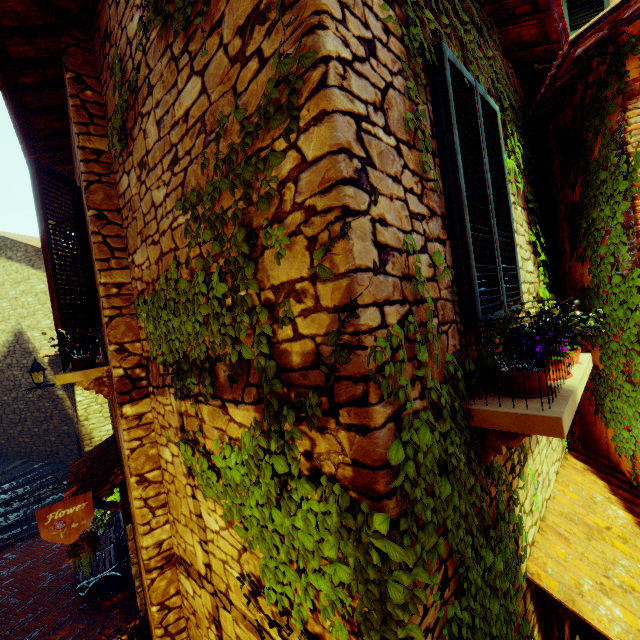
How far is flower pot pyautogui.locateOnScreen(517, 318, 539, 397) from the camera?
1.7m

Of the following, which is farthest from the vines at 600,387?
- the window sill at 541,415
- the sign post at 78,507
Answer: the sign post at 78,507

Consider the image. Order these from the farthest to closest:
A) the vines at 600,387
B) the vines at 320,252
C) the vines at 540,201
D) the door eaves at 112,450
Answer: the door eaves at 112,450
the vines at 600,387
the vines at 540,201
the vines at 320,252

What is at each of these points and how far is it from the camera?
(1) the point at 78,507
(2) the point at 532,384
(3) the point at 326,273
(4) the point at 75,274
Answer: (1) sign post, 3.75m
(2) flower pot, 1.75m
(3) vines, 1.28m
(4) window, 5.41m

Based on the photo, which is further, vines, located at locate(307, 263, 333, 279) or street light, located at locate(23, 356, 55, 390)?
street light, located at locate(23, 356, 55, 390)

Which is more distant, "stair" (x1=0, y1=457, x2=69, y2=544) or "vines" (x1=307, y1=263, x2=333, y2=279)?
"stair" (x1=0, y1=457, x2=69, y2=544)

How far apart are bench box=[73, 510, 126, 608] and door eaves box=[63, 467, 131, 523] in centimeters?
99cm

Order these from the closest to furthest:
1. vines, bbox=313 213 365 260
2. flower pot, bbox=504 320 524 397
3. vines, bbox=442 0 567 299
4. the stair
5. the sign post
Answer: vines, bbox=313 213 365 260
flower pot, bbox=504 320 524 397
vines, bbox=442 0 567 299
the sign post
the stair
